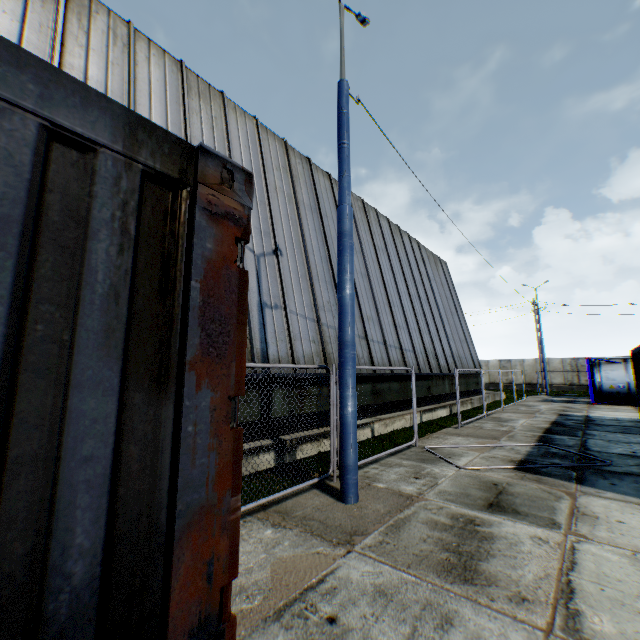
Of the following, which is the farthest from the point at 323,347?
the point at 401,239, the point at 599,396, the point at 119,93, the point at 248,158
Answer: the point at 599,396

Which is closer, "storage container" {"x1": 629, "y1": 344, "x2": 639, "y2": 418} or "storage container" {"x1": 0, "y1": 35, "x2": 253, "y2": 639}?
"storage container" {"x1": 0, "y1": 35, "x2": 253, "y2": 639}

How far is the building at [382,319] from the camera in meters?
13.7

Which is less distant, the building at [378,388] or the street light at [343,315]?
the street light at [343,315]

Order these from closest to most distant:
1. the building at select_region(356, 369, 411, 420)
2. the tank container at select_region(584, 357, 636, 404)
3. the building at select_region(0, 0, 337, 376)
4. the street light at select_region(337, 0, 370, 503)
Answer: the street light at select_region(337, 0, 370, 503) < the building at select_region(0, 0, 337, 376) < the building at select_region(356, 369, 411, 420) < the tank container at select_region(584, 357, 636, 404)

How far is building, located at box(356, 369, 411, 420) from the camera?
11.4m

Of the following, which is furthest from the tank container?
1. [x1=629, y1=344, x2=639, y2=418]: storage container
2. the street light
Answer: the street light

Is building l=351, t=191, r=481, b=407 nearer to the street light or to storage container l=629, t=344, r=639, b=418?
the street light
